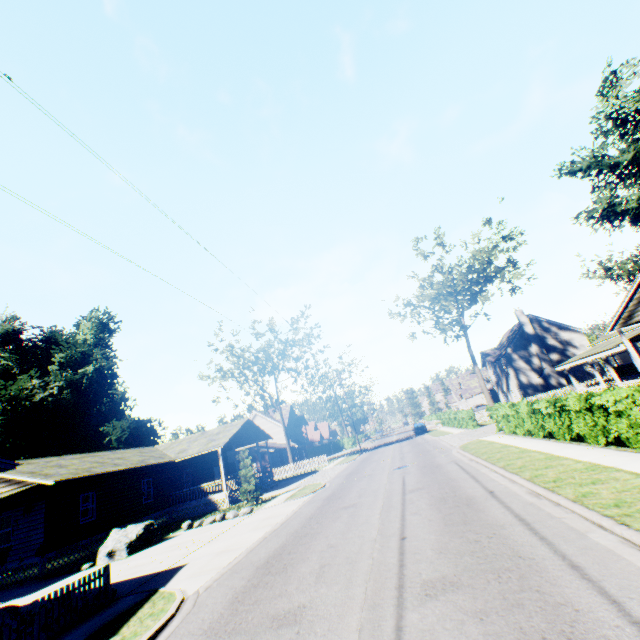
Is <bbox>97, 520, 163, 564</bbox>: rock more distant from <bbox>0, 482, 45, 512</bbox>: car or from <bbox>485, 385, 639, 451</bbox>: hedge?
<bbox>485, 385, 639, 451</bbox>: hedge

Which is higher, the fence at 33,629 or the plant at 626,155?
the plant at 626,155

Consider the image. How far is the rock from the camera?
16.1m

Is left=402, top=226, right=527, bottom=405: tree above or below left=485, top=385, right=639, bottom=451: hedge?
above

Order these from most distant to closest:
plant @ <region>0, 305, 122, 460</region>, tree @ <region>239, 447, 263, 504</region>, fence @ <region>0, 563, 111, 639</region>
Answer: plant @ <region>0, 305, 122, 460</region>, tree @ <region>239, 447, 263, 504</region>, fence @ <region>0, 563, 111, 639</region>

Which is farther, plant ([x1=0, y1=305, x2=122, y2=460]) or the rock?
plant ([x1=0, y1=305, x2=122, y2=460])

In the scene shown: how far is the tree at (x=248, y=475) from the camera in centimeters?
2141cm

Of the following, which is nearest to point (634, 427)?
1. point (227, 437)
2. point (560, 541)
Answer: point (560, 541)
